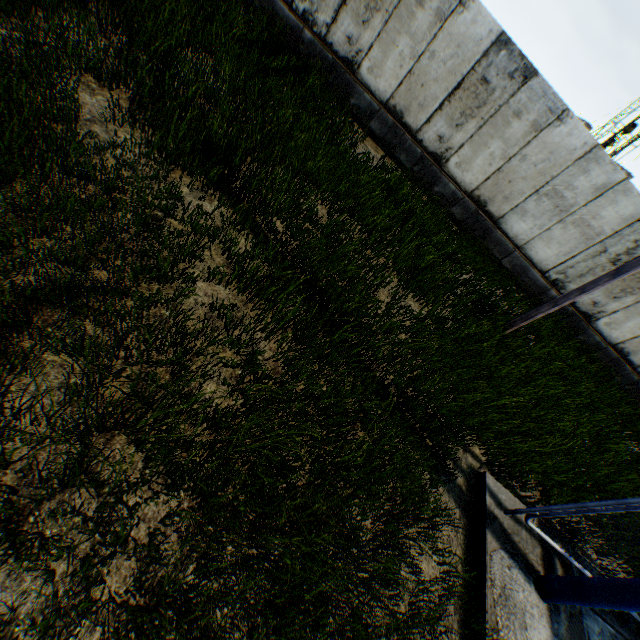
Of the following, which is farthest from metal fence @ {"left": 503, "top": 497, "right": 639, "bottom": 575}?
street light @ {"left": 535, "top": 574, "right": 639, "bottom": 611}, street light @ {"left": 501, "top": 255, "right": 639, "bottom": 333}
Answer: street light @ {"left": 501, "top": 255, "right": 639, "bottom": 333}

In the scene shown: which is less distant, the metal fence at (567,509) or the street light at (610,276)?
the metal fence at (567,509)

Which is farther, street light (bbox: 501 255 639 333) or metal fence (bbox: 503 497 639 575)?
street light (bbox: 501 255 639 333)

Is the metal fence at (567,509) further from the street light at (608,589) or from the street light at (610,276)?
the street light at (610,276)

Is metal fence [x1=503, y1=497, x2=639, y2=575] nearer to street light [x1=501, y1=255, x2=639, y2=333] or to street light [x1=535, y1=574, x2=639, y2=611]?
street light [x1=535, y1=574, x2=639, y2=611]

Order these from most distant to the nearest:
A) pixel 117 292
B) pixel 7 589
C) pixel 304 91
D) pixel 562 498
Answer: pixel 304 91 < pixel 562 498 < pixel 117 292 < pixel 7 589

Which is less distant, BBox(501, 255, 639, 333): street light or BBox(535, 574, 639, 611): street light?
BBox(535, 574, 639, 611): street light
